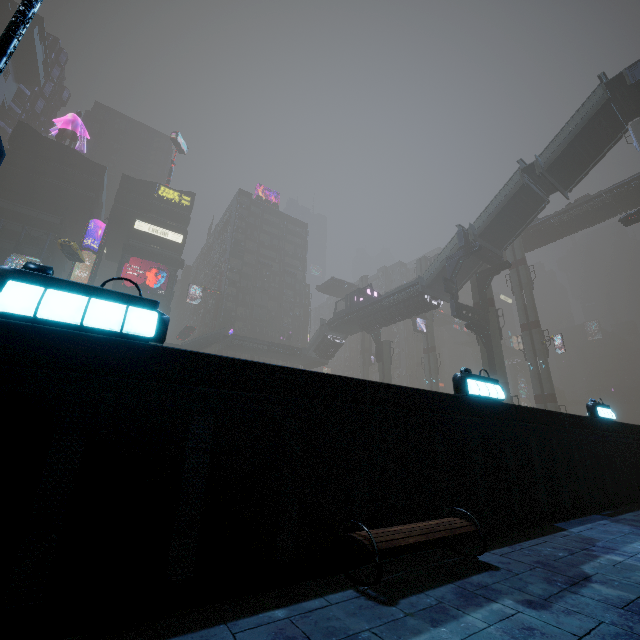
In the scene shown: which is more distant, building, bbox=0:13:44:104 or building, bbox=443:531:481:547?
building, bbox=0:13:44:104

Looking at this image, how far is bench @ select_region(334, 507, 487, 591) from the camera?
2.8 meters

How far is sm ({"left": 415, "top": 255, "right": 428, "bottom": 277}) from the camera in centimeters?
5741cm

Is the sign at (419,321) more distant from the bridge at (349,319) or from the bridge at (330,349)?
the bridge at (330,349)

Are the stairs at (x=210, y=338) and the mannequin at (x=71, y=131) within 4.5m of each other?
no

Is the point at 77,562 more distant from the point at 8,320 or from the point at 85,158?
the point at 85,158

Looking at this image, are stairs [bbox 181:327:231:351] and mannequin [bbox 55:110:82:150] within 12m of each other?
no

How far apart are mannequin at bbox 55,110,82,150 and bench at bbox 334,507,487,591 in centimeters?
7187cm
